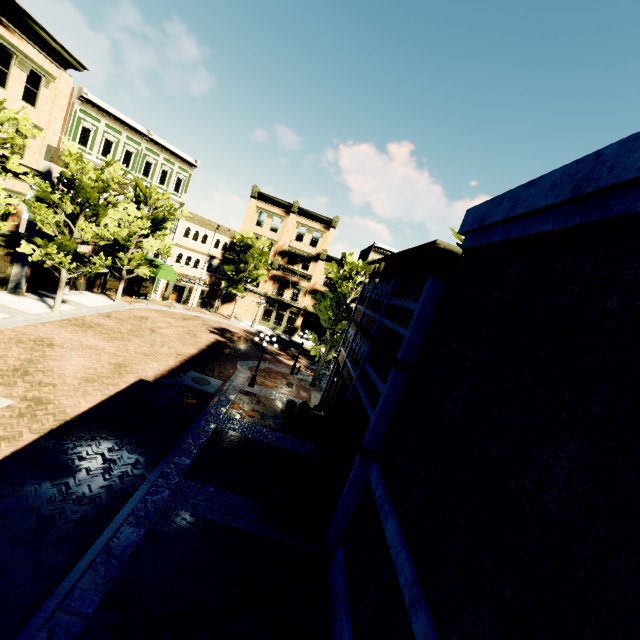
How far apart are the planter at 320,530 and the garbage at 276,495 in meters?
0.1 m

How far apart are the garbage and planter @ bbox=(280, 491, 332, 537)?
0.1 meters

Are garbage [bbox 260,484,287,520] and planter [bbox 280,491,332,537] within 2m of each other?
yes

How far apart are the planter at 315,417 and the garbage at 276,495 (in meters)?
6.80

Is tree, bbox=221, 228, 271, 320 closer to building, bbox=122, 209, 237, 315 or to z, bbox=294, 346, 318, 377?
z, bbox=294, 346, 318, 377

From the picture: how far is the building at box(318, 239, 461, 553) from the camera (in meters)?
9.03

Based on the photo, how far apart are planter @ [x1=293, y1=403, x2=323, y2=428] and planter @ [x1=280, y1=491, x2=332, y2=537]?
6.89m

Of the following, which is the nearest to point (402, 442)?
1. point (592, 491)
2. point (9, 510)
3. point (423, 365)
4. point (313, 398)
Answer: point (423, 365)
